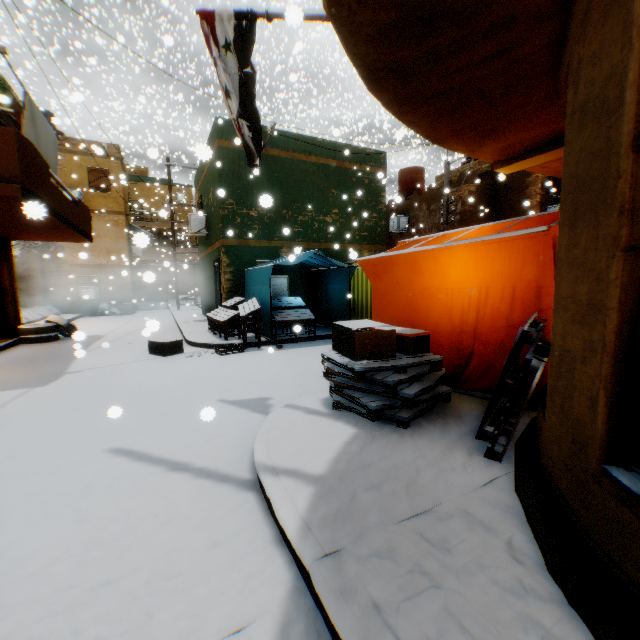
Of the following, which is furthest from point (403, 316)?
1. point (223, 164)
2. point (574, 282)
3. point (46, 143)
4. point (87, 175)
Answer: point (87, 175)

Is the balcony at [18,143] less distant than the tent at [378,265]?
No

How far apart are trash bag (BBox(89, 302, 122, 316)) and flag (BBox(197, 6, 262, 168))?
17.97m

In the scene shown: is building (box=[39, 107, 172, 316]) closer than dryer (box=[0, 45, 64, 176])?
No

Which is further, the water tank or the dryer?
the water tank

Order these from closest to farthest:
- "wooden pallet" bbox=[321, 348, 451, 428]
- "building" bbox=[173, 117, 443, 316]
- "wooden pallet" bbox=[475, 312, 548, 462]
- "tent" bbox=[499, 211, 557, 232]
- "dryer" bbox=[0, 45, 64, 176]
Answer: "wooden pallet" bbox=[475, 312, 548, 462], "wooden pallet" bbox=[321, 348, 451, 428], "tent" bbox=[499, 211, 557, 232], "dryer" bbox=[0, 45, 64, 176], "building" bbox=[173, 117, 443, 316]

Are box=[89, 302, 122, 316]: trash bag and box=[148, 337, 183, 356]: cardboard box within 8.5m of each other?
no

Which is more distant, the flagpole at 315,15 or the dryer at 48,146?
the dryer at 48,146
